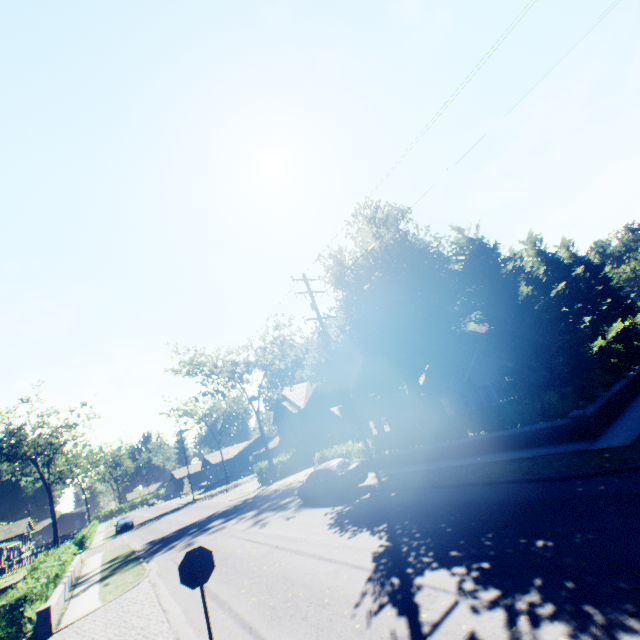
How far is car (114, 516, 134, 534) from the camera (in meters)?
39.80

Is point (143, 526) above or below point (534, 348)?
below

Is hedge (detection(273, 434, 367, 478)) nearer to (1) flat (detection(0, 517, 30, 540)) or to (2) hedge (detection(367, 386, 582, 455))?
(2) hedge (detection(367, 386, 582, 455))

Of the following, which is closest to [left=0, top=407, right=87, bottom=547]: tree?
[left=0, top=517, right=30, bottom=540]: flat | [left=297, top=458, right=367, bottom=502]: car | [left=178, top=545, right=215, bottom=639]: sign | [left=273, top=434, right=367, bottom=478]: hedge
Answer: [left=273, top=434, right=367, bottom=478]: hedge

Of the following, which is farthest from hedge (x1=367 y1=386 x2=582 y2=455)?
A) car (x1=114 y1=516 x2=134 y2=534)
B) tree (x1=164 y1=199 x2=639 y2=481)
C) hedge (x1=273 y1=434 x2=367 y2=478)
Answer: car (x1=114 y1=516 x2=134 y2=534)

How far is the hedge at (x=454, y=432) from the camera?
12.3 meters

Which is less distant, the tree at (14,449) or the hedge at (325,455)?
the hedge at (325,455)

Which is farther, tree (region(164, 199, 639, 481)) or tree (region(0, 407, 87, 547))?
tree (region(0, 407, 87, 547))
